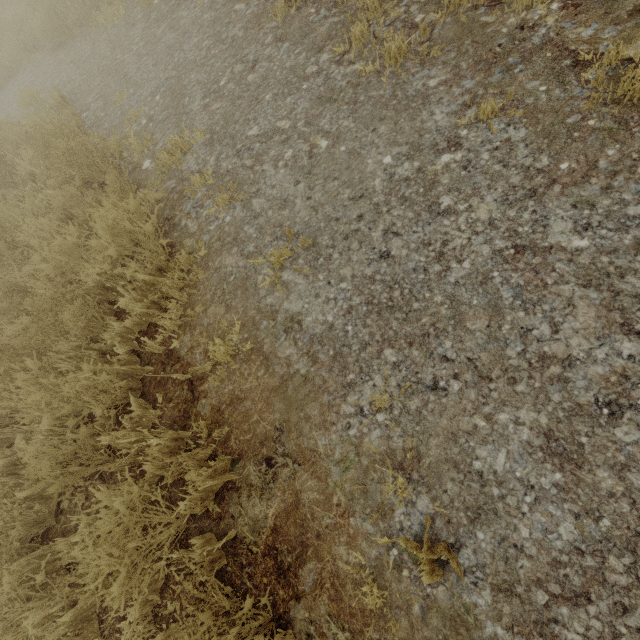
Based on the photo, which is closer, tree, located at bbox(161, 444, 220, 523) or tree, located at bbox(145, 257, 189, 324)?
tree, located at bbox(161, 444, 220, 523)

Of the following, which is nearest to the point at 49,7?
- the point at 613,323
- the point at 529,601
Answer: the point at 613,323

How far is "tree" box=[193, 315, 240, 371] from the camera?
2.57m

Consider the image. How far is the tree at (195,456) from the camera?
2.1 meters

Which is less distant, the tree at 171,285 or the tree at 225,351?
the tree at 225,351
